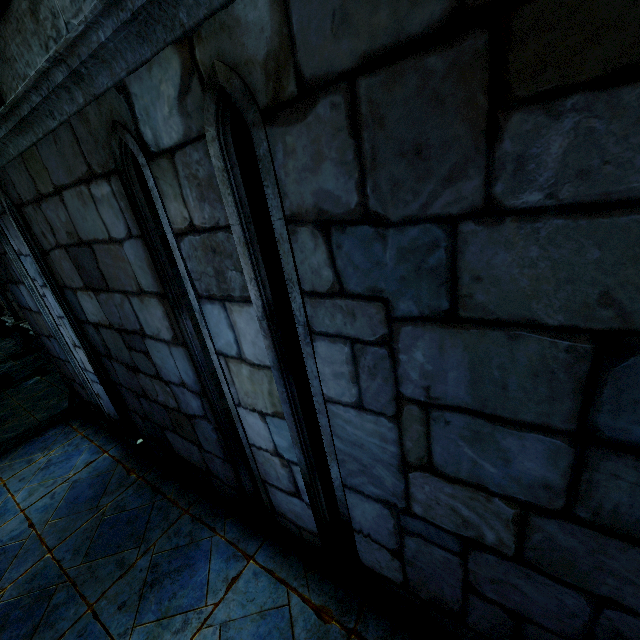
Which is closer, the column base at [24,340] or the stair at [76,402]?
the stair at [76,402]

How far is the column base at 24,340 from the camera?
13.0 meters

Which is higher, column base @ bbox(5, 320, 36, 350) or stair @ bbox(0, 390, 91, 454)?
stair @ bbox(0, 390, 91, 454)

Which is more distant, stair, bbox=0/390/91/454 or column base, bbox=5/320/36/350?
column base, bbox=5/320/36/350

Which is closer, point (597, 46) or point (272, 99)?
point (597, 46)

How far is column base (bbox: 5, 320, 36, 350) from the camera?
13.0m
